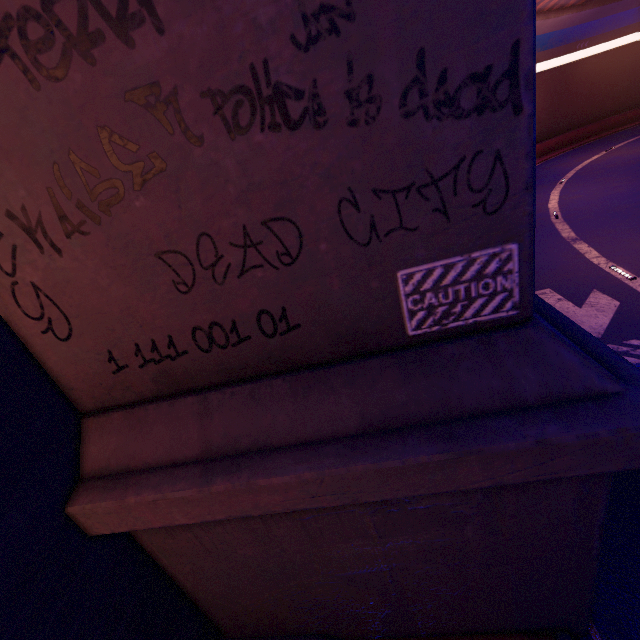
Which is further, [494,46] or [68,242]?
[68,242]

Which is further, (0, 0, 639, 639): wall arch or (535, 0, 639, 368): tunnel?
(535, 0, 639, 368): tunnel

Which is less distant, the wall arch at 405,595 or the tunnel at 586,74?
the wall arch at 405,595
